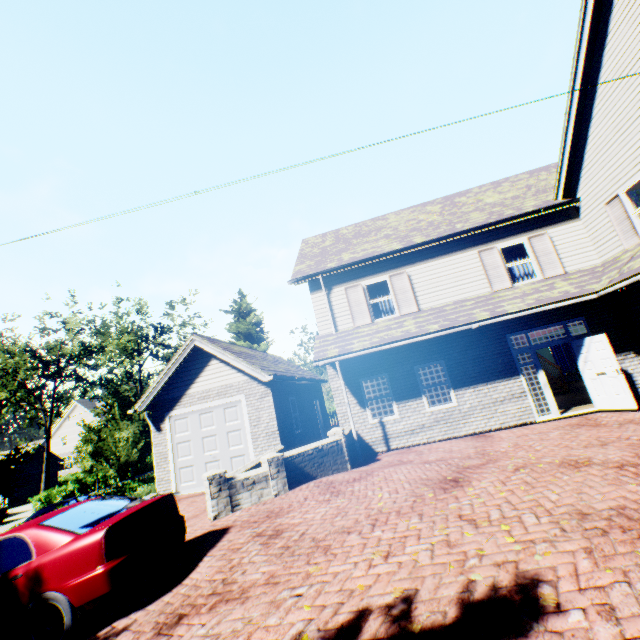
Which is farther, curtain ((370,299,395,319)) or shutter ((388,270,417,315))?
curtain ((370,299,395,319))

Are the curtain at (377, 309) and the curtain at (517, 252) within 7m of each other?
yes

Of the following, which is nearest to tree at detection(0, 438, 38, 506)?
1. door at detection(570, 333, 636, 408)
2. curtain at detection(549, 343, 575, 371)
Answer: door at detection(570, 333, 636, 408)

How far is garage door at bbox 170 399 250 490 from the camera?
12.2m

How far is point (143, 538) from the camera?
4.68m

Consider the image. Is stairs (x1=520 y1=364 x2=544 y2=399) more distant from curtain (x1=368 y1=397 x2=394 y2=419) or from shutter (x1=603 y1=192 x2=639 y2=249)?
shutter (x1=603 y1=192 x2=639 y2=249)

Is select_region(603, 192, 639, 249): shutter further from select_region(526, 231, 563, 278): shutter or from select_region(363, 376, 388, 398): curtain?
select_region(363, 376, 388, 398): curtain

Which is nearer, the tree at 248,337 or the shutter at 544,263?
the shutter at 544,263
